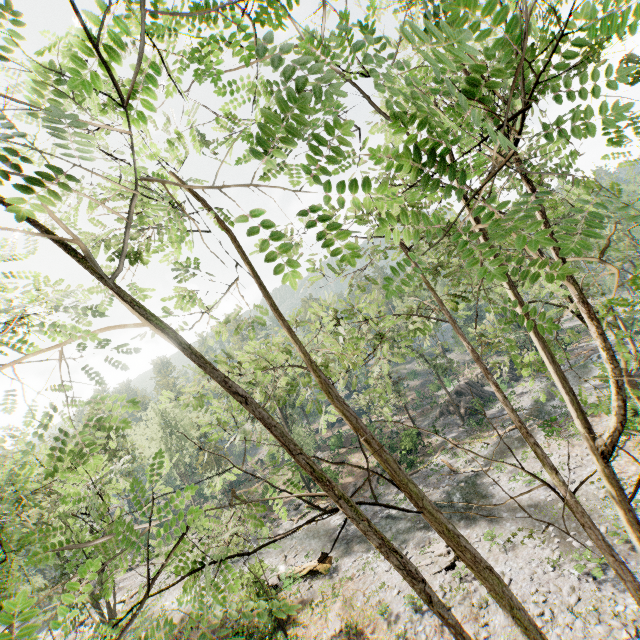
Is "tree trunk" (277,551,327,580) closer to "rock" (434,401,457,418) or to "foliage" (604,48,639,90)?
"foliage" (604,48,639,90)

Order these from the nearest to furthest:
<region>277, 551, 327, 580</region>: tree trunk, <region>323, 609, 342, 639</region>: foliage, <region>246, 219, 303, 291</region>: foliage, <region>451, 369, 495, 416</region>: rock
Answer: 1. <region>246, 219, 303, 291</region>: foliage
2. <region>323, 609, 342, 639</region>: foliage
3. <region>277, 551, 327, 580</region>: tree trunk
4. <region>451, 369, 495, 416</region>: rock

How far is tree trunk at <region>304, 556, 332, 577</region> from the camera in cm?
2152

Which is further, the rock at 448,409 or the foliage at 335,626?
the rock at 448,409

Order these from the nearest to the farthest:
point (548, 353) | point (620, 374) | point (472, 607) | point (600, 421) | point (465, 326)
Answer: point (620, 374), point (548, 353), point (472, 607), point (600, 421), point (465, 326)

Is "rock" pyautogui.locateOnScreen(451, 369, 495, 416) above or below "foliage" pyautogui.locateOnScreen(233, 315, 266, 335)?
below

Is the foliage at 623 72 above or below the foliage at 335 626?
above
